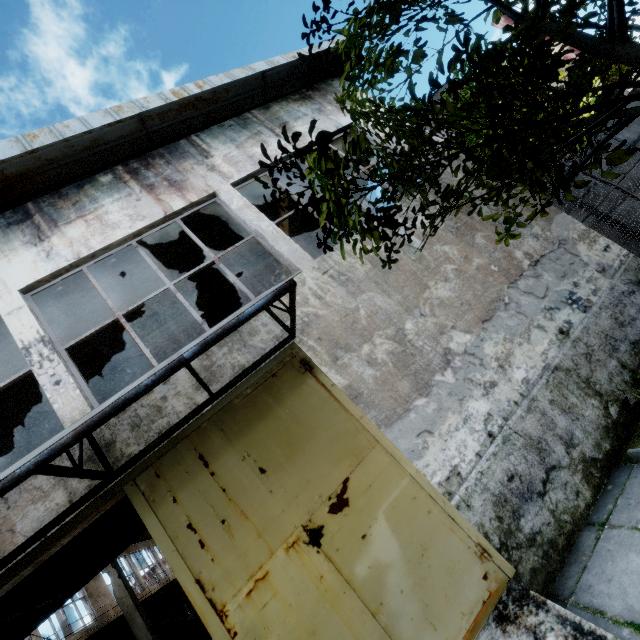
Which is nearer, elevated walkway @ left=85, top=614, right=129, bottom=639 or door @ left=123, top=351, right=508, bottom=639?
door @ left=123, top=351, right=508, bottom=639

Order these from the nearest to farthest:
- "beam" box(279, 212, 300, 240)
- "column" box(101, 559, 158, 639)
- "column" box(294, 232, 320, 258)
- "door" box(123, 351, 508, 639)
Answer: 1. "door" box(123, 351, 508, 639)
2. "beam" box(279, 212, 300, 240)
3. "column" box(294, 232, 320, 258)
4. "column" box(101, 559, 158, 639)

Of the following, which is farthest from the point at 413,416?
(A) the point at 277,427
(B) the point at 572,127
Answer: (B) the point at 572,127

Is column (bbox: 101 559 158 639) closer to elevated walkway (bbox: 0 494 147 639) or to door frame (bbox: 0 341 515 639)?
elevated walkway (bbox: 0 494 147 639)

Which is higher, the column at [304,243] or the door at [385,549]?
the column at [304,243]

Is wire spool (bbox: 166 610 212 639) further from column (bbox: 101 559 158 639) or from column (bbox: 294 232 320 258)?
column (bbox: 294 232 320 258)

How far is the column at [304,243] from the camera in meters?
10.1

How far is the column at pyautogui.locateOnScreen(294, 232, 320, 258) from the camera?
10.1 meters
